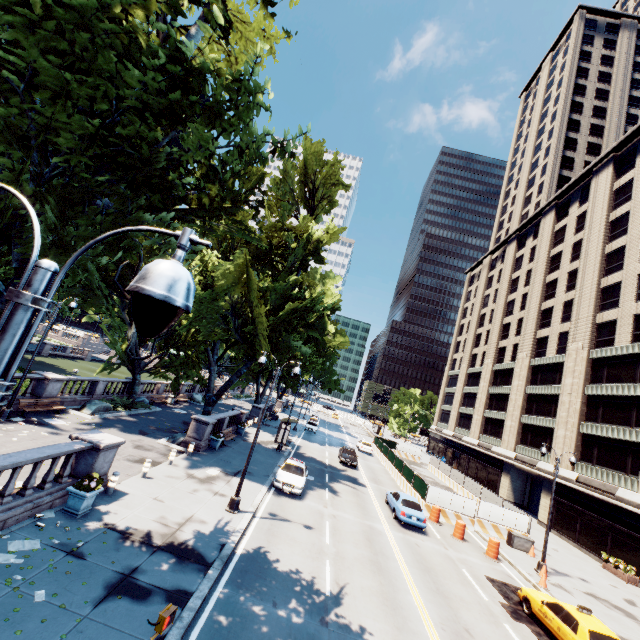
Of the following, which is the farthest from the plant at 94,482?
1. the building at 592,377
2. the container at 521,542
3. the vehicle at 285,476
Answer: the building at 592,377

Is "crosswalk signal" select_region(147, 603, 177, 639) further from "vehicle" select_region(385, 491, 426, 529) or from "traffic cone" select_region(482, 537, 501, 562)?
"traffic cone" select_region(482, 537, 501, 562)

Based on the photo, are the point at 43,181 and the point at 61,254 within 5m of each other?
yes

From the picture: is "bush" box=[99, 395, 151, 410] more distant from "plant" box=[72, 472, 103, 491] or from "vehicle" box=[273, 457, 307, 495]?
"plant" box=[72, 472, 103, 491]

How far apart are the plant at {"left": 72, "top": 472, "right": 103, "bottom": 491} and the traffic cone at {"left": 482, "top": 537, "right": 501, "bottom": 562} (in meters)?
21.65

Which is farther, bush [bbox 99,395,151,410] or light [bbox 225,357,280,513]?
bush [bbox 99,395,151,410]

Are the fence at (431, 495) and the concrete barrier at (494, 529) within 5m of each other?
yes

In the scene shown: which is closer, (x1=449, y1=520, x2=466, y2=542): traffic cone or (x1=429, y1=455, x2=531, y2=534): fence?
(x1=449, y1=520, x2=466, y2=542): traffic cone
